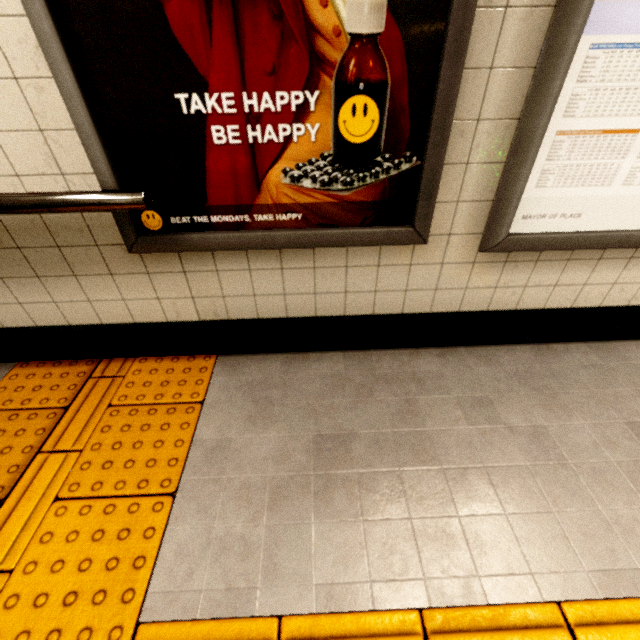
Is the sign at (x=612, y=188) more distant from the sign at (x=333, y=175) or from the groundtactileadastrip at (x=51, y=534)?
the groundtactileadastrip at (x=51, y=534)

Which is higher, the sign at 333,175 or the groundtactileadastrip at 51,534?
the sign at 333,175

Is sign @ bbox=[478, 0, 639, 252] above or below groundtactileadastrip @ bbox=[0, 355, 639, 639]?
above

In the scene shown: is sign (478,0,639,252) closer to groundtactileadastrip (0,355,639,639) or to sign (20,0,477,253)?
sign (20,0,477,253)

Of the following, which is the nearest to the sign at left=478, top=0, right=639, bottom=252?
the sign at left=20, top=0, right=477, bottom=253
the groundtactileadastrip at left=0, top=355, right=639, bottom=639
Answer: the sign at left=20, top=0, right=477, bottom=253

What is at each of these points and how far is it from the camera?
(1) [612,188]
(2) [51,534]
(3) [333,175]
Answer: (1) sign, 1.3m
(2) groundtactileadastrip, 1.2m
(3) sign, 1.2m
